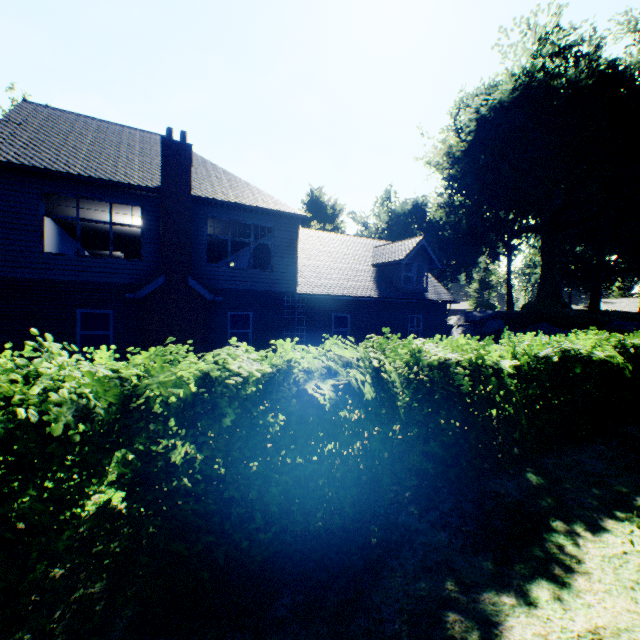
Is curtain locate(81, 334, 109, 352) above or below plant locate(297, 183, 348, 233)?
below

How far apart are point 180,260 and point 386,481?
10.4m

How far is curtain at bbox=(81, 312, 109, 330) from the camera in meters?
11.1 m

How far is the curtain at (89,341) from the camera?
11.09m

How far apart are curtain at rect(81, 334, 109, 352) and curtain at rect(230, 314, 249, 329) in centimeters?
392cm

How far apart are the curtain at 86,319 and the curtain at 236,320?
3.9 meters

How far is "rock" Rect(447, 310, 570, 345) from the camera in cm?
2444
